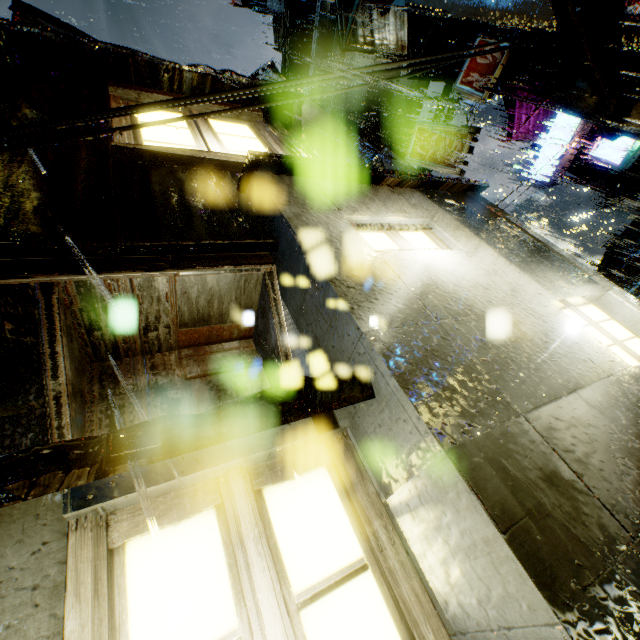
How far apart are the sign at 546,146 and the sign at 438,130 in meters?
8.0

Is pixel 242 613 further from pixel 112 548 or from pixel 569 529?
pixel 569 529

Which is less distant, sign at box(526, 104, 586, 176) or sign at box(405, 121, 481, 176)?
sign at box(405, 121, 481, 176)

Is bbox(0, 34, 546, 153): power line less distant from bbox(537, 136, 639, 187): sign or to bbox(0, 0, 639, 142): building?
bbox(0, 0, 639, 142): building

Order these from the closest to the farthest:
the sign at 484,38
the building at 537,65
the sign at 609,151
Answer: the building at 537,65
the sign at 484,38
the sign at 609,151

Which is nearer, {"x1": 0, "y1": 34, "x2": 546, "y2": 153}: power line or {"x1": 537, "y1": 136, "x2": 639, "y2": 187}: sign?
{"x1": 0, "y1": 34, "x2": 546, "y2": 153}: power line

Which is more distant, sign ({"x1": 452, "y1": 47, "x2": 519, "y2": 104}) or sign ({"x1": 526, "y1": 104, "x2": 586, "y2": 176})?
sign ({"x1": 526, "y1": 104, "x2": 586, "y2": 176})

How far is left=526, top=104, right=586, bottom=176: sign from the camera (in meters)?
15.98
